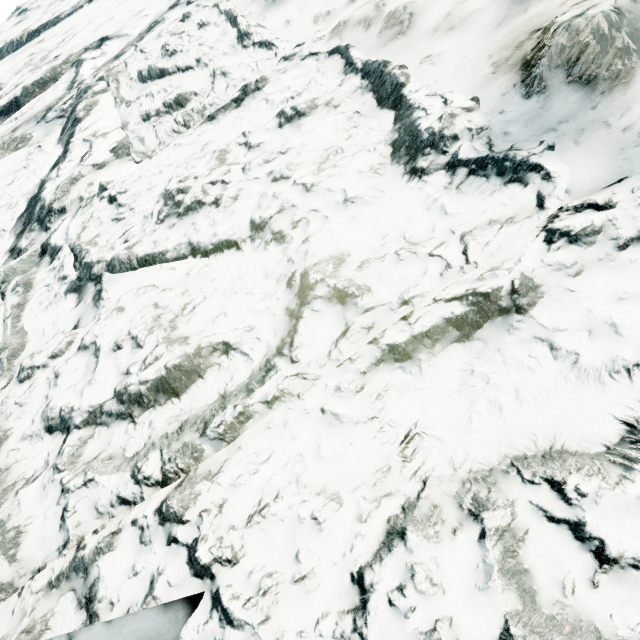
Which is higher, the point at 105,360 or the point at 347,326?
the point at 105,360
